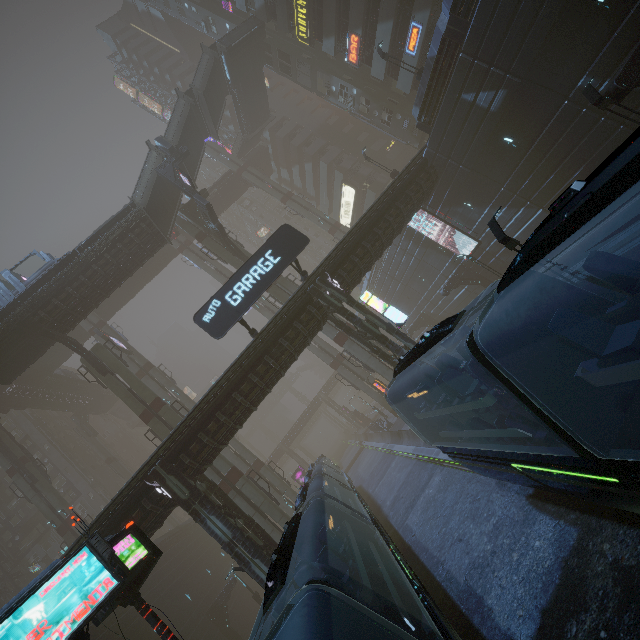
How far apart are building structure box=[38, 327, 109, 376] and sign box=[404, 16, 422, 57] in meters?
37.9 m

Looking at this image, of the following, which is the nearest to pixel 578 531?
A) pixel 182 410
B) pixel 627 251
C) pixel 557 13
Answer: pixel 627 251

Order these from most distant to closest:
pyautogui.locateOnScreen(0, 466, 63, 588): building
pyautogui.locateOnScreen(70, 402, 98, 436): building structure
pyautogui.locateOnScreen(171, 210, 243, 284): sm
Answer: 1. pyautogui.locateOnScreen(70, 402, 98, 436): building structure
2. pyautogui.locateOnScreen(0, 466, 63, 588): building
3. pyautogui.locateOnScreen(171, 210, 243, 284): sm

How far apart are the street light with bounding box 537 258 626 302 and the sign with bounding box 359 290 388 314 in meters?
10.2 m

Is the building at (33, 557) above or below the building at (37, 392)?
below

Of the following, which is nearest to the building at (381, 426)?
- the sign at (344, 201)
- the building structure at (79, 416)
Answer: the sign at (344, 201)

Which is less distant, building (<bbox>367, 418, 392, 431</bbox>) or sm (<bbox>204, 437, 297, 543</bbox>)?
sm (<bbox>204, 437, 297, 543</bbox>)

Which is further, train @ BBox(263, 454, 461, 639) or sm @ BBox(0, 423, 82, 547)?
sm @ BBox(0, 423, 82, 547)
